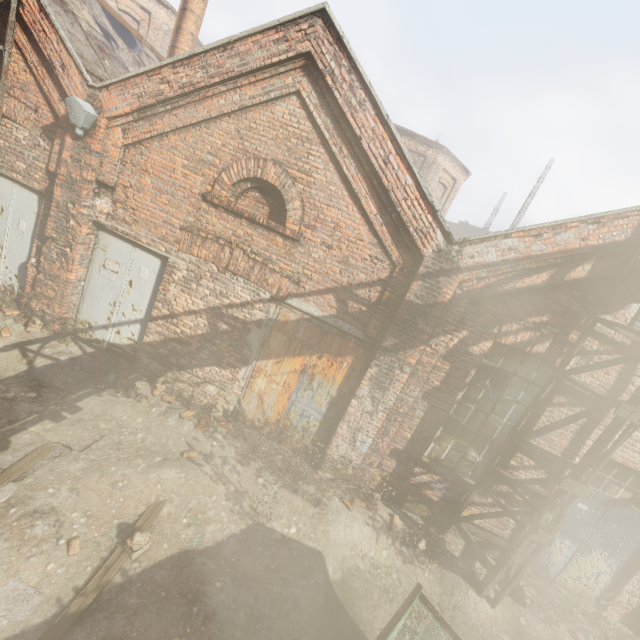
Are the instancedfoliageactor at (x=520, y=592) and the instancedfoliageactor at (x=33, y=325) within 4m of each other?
no

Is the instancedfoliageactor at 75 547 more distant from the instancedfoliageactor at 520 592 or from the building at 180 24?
the building at 180 24

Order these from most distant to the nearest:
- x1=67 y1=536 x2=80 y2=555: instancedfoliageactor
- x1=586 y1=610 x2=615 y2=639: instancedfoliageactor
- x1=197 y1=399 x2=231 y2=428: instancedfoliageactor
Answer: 1. x1=197 y1=399 x2=231 y2=428: instancedfoliageactor
2. x1=586 y1=610 x2=615 y2=639: instancedfoliageactor
3. x1=67 y1=536 x2=80 y2=555: instancedfoliageactor

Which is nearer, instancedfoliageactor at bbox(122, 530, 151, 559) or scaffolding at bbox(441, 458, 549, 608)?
instancedfoliageactor at bbox(122, 530, 151, 559)

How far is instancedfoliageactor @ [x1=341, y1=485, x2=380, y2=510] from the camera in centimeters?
580cm

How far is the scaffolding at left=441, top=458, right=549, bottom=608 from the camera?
5.05m

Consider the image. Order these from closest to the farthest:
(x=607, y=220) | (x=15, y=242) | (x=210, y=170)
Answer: (x=607, y=220)
(x=210, y=170)
(x=15, y=242)

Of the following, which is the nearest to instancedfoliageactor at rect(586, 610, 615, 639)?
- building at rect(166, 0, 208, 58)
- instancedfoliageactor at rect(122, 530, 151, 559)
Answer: instancedfoliageactor at rect(122, 530, 151, 559)
